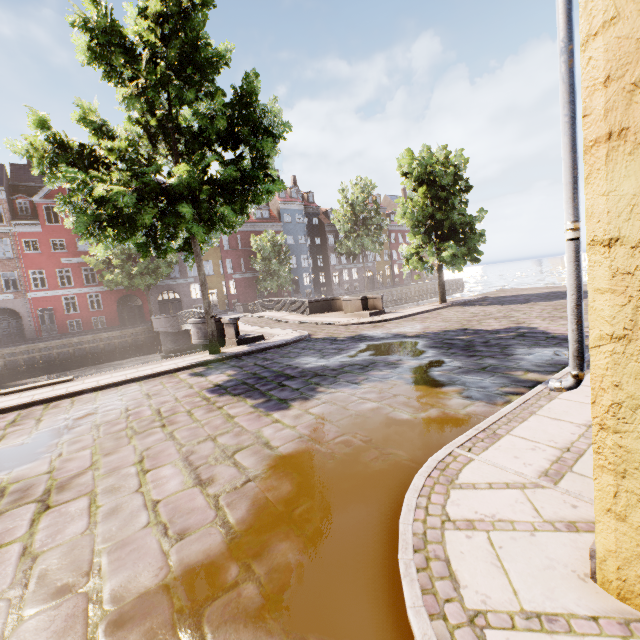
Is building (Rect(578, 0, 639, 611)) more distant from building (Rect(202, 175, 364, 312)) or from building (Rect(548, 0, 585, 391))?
building (Rect(202, 175, 364, 312))

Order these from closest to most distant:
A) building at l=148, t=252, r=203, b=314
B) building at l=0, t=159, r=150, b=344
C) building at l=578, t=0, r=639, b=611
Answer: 1. building at l=578, t=0, r=639, b=611
2. building at l=0, t=159, r=150, b=344
3. building at l=148, t=252, r=203, b=314

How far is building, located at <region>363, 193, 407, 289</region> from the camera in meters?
55.1 m

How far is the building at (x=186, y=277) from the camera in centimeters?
3606cm

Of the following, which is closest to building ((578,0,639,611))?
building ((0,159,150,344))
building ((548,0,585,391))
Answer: building ((548,0,585,391))

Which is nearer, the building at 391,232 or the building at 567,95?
the building at 567,95

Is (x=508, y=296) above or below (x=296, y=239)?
below

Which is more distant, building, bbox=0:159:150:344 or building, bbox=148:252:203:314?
building, bbox=148:252:203:314
